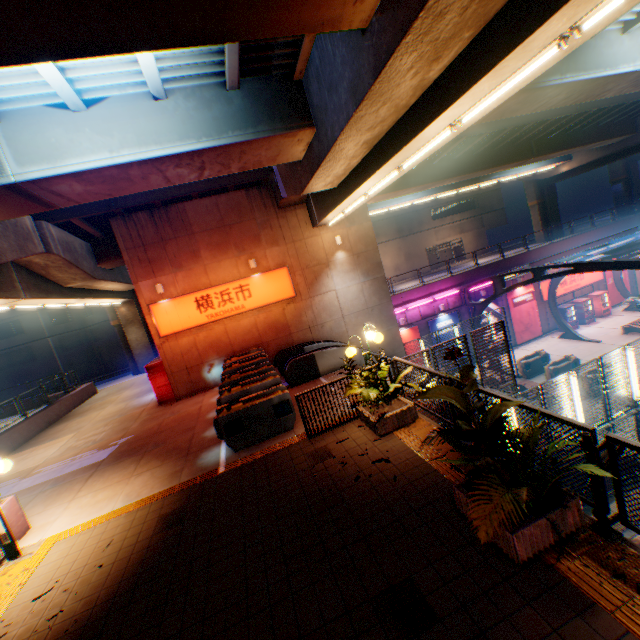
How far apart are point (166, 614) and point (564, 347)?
27.5m

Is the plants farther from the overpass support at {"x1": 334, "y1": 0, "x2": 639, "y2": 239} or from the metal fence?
the overpass support at {"x1": 334, "y1": 0, "x2": 639, "y2": 239}

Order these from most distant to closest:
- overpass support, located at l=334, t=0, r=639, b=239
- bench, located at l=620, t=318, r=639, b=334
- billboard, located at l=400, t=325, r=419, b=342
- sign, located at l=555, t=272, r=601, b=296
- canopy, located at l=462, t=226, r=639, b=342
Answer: sign, located at l=555, t=272, r=601, b=296 < billboard, located at l=400, t=325, r=419, b=342 < bench, located at l=620, t=318, r=639, b=334 < canopy, located at l=462, t=226, r=639, b=342 < overpass support, located at l=334, t=0, r=639, b=239

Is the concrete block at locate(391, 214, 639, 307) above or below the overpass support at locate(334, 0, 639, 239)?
below

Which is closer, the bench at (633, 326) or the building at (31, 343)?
the bench at (633, 326)

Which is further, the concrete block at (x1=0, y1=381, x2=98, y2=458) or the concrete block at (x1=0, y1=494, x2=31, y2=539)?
the concrete block at (x1=0, y1=381, x2=98, y2=458)

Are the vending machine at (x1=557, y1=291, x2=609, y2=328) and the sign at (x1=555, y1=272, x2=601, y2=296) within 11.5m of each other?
yes

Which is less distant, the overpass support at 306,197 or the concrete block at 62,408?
the overpass support at 306,197
